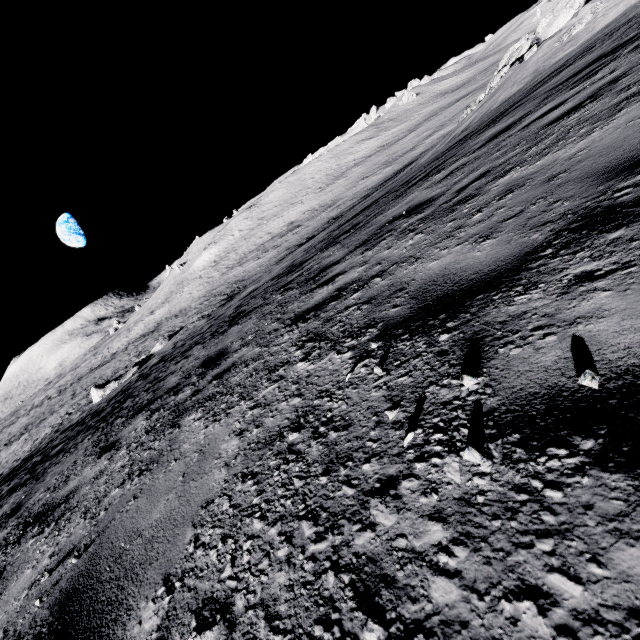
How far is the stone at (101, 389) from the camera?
25.2 meters

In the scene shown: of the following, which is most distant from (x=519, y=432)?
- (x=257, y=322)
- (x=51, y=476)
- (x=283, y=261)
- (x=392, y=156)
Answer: (x=392, y=156)

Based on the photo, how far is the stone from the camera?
25.2m
